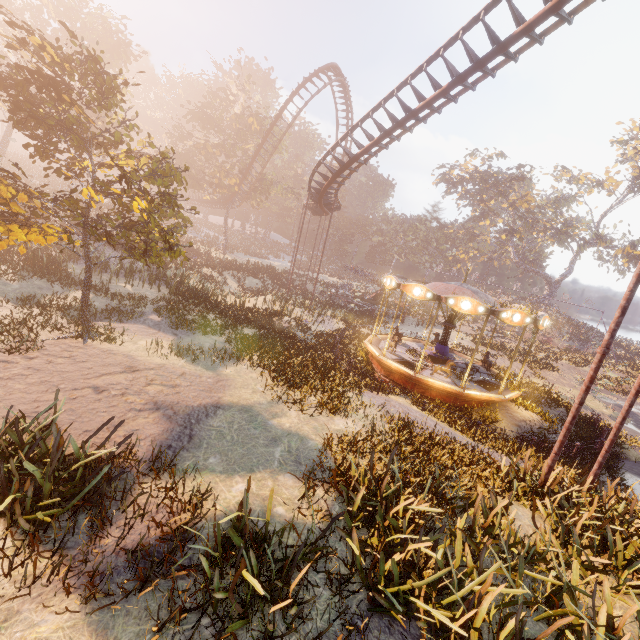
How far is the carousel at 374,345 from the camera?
12.92m

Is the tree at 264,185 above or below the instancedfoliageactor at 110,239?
above

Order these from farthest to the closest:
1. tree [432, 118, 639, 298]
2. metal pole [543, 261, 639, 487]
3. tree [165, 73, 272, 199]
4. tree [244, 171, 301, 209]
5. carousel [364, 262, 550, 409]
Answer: tree [432, 118, 639, 298] < tree [244, 171, 301, 209] < tree [165, 73, 272, 199] < carousel [364, 262, 550, 409] < metal pole [543, 261, 639, 487]

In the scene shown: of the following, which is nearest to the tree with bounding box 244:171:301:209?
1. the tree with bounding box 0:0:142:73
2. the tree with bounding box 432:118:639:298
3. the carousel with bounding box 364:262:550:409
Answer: the tree with bounding box 0:0:142:73

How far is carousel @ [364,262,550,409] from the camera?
12.92m

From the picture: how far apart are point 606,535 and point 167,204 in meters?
13.6

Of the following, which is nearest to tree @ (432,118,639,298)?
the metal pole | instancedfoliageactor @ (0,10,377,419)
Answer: instancedfoliageactor @ (0,10,377,419)

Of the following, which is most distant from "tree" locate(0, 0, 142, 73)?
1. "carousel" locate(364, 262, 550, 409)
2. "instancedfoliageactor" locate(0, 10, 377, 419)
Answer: "carousel" locate(364, 262, 550, 409)
